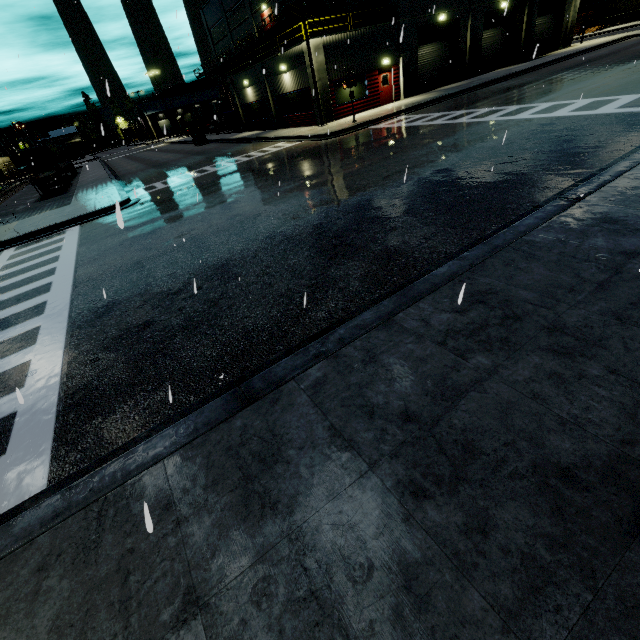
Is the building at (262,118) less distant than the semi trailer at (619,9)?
Yes

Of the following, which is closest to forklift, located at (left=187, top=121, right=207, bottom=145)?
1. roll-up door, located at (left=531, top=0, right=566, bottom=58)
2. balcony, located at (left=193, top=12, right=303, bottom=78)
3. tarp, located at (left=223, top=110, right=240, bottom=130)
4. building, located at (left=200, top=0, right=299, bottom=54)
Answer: tarp, located at (left=223, top=110, right=240, bottom=130)

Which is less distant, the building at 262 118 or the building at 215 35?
the building at 262 118

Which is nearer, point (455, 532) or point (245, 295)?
point (455, 532)

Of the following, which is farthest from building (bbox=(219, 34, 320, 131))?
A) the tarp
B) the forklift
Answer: the forklift

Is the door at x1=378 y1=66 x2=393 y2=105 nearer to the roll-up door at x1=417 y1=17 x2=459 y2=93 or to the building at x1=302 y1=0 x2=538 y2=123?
the building at x1=302 y1=0 x2=538 y2=123

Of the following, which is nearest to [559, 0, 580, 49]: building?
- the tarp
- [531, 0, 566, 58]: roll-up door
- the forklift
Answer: [531, 0, 566, 58]: roll-up door

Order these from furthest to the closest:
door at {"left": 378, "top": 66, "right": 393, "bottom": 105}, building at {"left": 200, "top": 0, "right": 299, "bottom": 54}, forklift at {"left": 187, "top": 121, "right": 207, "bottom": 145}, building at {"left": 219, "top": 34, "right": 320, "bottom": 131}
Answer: forklift at {"left": 187, "top": 121, "right": 207, "bottom": 145}
building at {"left": 200, "top": 0, "right": 299, "bottom": 54}
door at {"left": 378, "top": 66, "right": 393, "bottom": 105}
building at {"left": 219, "top": 34, "right": 320, "bottom": 131}
